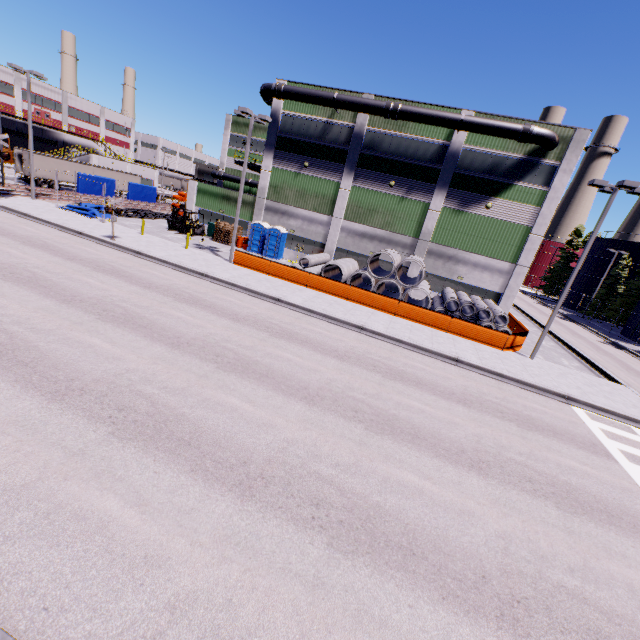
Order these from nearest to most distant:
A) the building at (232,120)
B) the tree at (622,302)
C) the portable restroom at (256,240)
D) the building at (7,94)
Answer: the portable restroom at (256,240) < the tree at (622,302) < the building at (232,120) < the building at (7,94)

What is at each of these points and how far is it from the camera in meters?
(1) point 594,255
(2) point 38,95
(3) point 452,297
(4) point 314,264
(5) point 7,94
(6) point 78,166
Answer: (1) silo, 52.8 m
(2) building, 59.5 m
(3) concrete pipe stack, 22.8 m
(4) concrete pipe, 26.3 m
(5) building, 55.5 m
(6) semi trailer, 42.4 m

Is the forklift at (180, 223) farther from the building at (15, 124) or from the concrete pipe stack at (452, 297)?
the concrete pipe stack at (452, 297)

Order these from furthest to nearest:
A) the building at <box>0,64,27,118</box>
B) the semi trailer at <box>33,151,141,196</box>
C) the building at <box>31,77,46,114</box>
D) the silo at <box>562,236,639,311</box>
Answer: the building at <box>31,77,46,114</box>, the building at <box>0,64,27,118</box>, the silo at <box>562,236,639,311</box>, the semi trailer at <box>33,151,141,196</box>

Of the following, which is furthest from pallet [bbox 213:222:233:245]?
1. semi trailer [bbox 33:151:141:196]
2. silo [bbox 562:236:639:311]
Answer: silo [bbox 562:236:639:311]

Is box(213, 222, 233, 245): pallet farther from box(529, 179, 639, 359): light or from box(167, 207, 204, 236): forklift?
box(529, 179, 639, 359): light

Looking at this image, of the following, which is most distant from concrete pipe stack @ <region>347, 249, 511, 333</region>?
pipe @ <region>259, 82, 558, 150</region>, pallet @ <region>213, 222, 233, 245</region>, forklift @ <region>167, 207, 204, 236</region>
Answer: forklift @ <region>167, 207, 204, 236</region>

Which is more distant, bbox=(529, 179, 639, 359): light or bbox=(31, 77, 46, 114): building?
bbox=(31, 77, 46, 114): building
